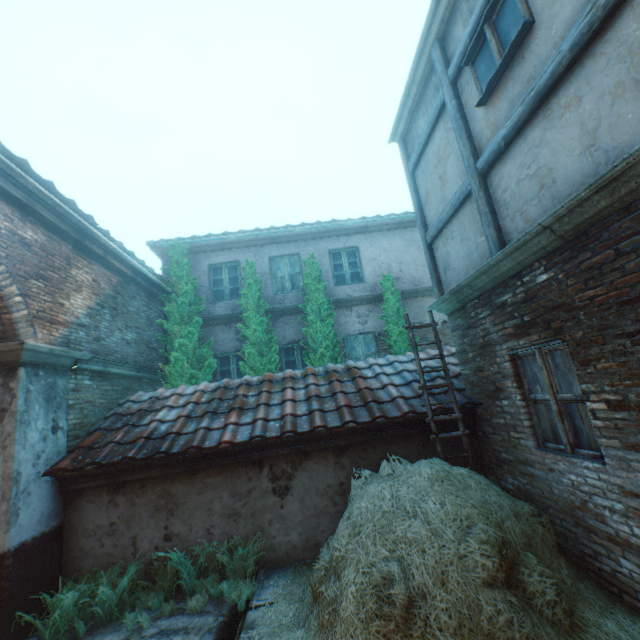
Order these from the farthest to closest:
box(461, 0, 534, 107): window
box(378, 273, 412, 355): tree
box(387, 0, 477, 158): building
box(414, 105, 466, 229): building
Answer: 1. box(378, 273, 412, 355): tree
2. box(414, 105, 466, 229): building
3. box(387, 0, 477, 158): building
4. box(461, 0, 534, 107): window

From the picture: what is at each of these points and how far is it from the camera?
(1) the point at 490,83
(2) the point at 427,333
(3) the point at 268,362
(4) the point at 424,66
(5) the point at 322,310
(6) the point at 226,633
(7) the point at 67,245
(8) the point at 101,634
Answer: (1) window, 3.96m
(2) building, 10.23m
(3) tree, 8.95m
(4) building, 5.55m
(5) tree, 9.47m
(6) ground stones, 3.86m
(7) building, 6.11m
(8) ground stones, 4.18m

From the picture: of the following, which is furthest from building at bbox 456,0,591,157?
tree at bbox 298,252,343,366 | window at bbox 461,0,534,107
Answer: tree at bbox 298,252,343,366

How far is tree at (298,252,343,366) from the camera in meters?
8.9

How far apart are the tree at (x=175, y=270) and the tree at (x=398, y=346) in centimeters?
483cm

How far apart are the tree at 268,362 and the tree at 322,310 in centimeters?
71cm

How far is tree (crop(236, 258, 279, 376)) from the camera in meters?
8.8

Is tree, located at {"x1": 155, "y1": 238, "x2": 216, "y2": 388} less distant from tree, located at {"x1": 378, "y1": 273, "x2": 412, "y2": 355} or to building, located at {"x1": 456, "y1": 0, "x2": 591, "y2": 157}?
building, located at {"x1": 456, "y1": 0, "x2": 591, "y2": 157}
